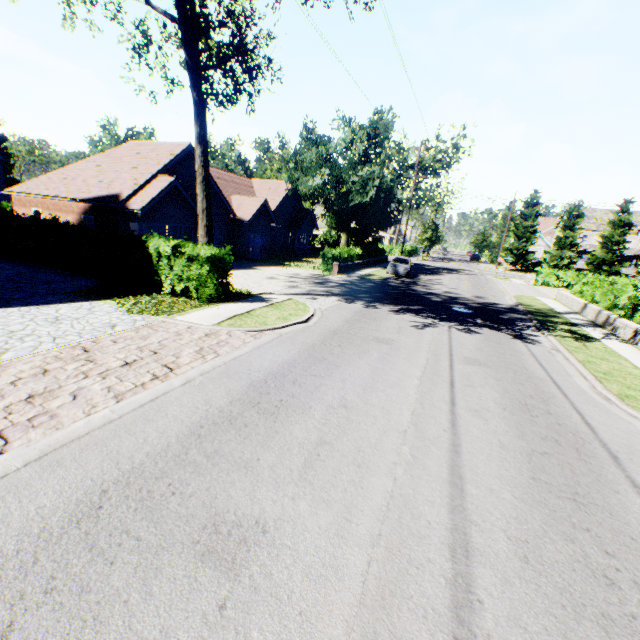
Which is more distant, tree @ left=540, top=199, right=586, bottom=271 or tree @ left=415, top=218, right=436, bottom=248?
tree @ left=415, top=218, right=436, bottom=248

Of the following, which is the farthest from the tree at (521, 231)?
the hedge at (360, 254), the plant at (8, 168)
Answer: the hedge at (360, 254)

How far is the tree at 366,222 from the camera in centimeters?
2806cm

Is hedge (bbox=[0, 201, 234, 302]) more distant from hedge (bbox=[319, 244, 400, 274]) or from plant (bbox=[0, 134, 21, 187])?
hedge (bbox=[319, 244, 400, 274])

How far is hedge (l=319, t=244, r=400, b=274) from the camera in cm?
2430

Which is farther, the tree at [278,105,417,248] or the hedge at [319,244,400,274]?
the tree at [278,105,417,248]

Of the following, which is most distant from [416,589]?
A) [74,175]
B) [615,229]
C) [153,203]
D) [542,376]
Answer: [615,229]

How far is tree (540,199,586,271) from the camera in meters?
46.1
